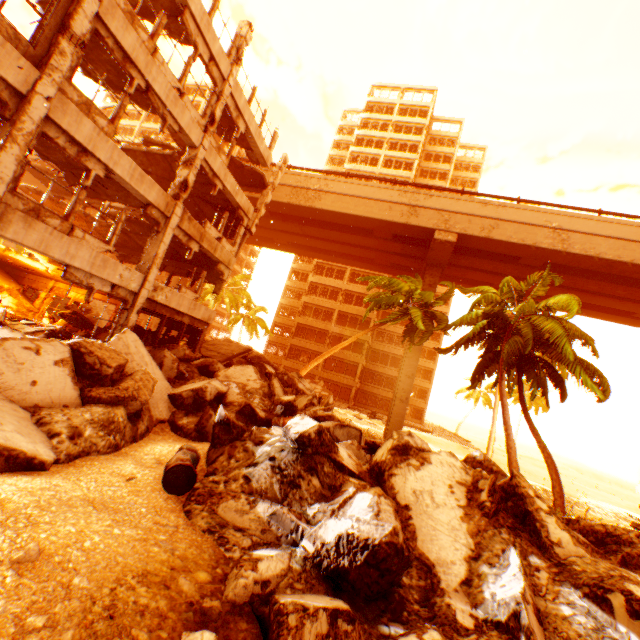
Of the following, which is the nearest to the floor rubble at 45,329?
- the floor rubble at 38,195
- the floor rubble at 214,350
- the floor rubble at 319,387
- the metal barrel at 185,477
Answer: the floor rubble at 214,350

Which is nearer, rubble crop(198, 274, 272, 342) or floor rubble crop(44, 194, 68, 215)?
floor rubble crop(44, 194, 68, 215)

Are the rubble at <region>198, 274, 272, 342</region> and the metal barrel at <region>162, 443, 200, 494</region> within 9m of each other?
no

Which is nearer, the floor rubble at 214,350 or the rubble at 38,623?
the rubble at 38,623

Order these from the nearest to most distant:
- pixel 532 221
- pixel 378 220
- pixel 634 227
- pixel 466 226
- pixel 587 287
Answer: pixel 634 227, pixel 532 221, pixel 466 226, pixel 378 220, pixel 587 287

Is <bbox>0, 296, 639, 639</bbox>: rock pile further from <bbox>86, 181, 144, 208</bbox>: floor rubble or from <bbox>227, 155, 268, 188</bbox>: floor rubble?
<bbox>227, 155, 268, 188</bbox>: floor rubble

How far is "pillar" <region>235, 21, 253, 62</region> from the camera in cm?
1322

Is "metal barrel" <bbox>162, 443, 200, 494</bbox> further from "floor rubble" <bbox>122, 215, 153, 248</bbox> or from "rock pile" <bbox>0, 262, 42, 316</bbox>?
"rock pile" <bbox>0, 262, 42, 316</bbox>
